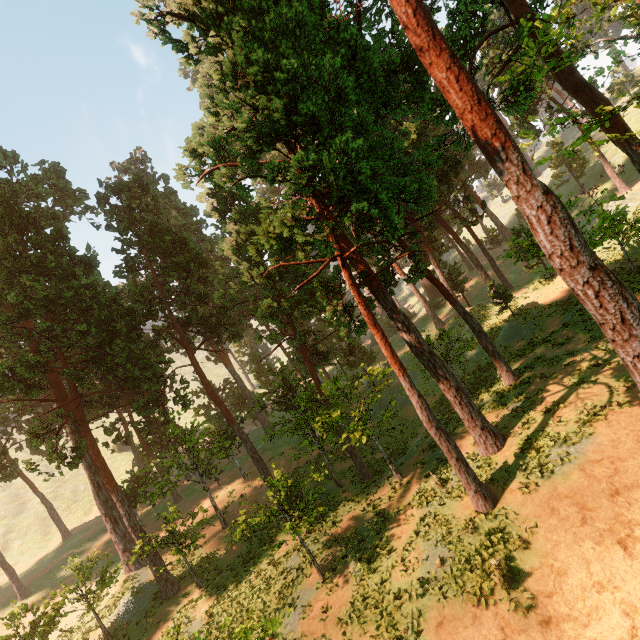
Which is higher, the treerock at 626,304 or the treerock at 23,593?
the treerock at 626,304

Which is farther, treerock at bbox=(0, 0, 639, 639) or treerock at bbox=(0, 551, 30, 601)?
treerock at bbox=(0, 551, 30, 601)

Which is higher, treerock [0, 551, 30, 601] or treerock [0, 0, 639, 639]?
treerock [0, 0, 639, 639]

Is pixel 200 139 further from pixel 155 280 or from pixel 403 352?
pixel 403 352

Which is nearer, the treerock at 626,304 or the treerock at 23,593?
the treerock at 626,304
